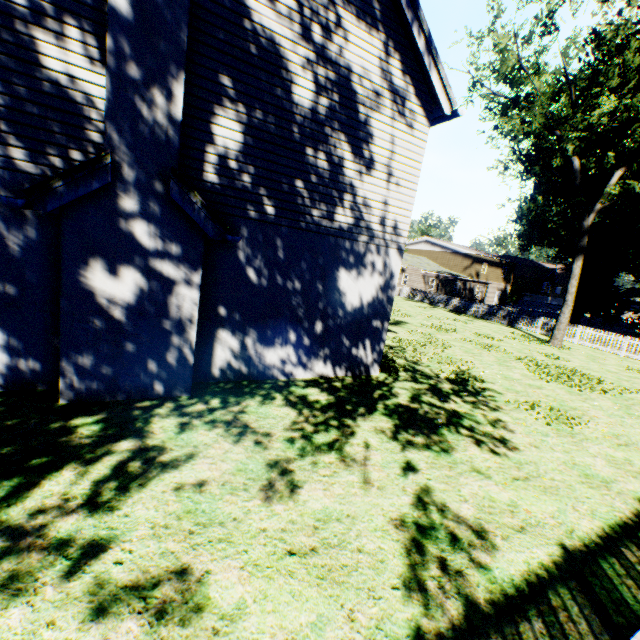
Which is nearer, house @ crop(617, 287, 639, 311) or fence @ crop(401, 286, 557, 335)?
fence @ crop(401, 286, 557, 335)

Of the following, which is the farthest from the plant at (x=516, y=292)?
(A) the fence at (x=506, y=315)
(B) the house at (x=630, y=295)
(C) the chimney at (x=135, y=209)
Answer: (C) the chimney at (x=135, y=209)

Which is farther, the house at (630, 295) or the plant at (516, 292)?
the house at (630, 295)

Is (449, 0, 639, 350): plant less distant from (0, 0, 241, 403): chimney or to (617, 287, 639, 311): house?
(617, 287, 639, 311): house

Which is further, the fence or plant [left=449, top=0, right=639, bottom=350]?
the fence

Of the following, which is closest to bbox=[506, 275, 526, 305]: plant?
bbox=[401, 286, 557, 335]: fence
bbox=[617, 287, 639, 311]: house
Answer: bbox=[401, 286, 557, 335]: fence

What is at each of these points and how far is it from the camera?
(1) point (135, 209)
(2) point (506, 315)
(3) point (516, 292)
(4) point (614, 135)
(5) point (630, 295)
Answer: (1) chimney, 5.1m
(2) fence, 26.1m
(3) plant, 54.2m
(4) plant, 20.0m
(5) house, 56.1m
